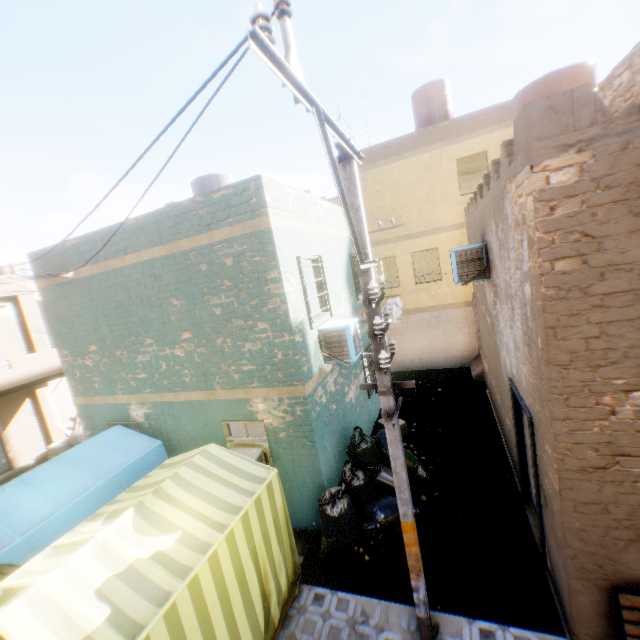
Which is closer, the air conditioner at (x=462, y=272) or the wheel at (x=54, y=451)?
the air conditioner at (x=462, y=272)

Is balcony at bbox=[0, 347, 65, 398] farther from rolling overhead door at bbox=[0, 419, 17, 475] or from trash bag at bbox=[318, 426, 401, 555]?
trash bag at bbox=[318, 426, 401, 555]

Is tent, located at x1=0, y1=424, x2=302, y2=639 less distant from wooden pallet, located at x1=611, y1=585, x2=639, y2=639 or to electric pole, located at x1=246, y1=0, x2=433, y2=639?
electric pole, located at x1=246, y1=0, x2=433, y2=639

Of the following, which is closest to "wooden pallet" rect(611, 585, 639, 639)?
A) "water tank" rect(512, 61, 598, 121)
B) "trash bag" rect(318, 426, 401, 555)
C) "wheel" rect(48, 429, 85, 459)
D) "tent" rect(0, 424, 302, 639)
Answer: "trash bag" rect(318, 426, 401, 555)

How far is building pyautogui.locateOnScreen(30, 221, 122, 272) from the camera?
7.1 meters

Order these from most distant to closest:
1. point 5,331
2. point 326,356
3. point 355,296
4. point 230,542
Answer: point 5,331, point 355,296, point 326,356, point 230,542

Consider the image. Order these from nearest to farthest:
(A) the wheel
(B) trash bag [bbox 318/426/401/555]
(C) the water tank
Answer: (B) trash bag [bbox 318/426/401/555] → (C) the water tank → (A) the wheel

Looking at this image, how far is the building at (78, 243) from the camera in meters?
7.1
